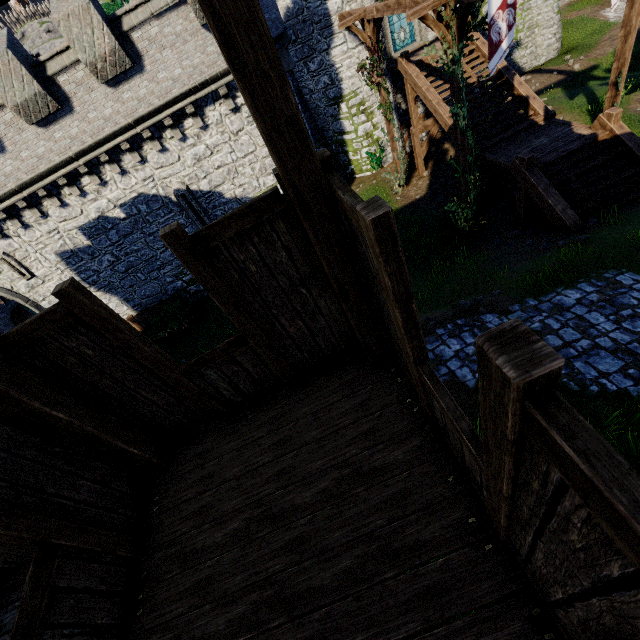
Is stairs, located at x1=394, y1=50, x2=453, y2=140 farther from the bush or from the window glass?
the bush

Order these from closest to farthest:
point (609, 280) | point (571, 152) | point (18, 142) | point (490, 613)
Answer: point (490, 613)
point (609, 280)
point (571, 152)
point (18, 142)

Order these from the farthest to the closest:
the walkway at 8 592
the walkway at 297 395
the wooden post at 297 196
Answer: the walkway at 8 592 → the walkway at 297 395 → the wooden post at 297 196

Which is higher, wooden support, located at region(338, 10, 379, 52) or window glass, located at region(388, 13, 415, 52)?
wooden support, located at region(338, 10, 379, 52)

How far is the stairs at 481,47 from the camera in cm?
1295

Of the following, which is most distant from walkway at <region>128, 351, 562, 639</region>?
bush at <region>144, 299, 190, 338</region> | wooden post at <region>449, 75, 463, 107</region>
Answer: bush at <region>144, 299, 190, 338</region>

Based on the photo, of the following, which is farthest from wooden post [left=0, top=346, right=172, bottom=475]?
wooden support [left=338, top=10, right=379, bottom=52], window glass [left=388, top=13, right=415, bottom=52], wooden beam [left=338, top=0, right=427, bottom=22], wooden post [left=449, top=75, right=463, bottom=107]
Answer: window glass [left=388, top=13, right=415, bottom=52]

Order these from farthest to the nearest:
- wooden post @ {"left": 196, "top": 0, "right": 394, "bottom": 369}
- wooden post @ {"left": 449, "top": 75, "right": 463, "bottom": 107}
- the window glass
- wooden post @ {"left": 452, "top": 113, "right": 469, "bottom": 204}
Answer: the window glass < wooden post @ {"left": 452, "top": 113, "right": 469, "bottom": 204} < wooden post @ {"left": 449, "top": 75, "right": 463, "bottom": 107} < wooden post @ {"left": 196, "top": 0, "right": 394, "bottom": 369}
